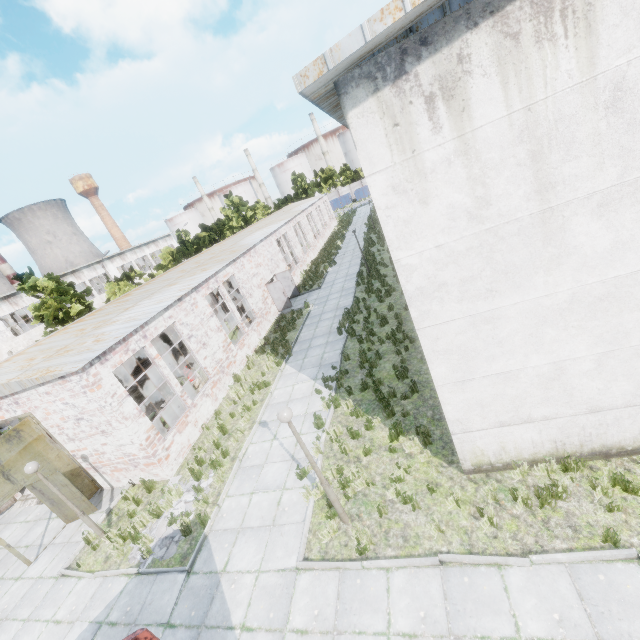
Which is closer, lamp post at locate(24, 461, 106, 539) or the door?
lamp post at locate(24, 461, 106, 539)

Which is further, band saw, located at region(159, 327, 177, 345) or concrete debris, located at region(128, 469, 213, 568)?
band saw, located at region(159, 327, 177, 345)

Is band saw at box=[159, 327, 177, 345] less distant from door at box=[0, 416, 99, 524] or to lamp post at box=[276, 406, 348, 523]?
door at box=[0, 416, 99, 524]

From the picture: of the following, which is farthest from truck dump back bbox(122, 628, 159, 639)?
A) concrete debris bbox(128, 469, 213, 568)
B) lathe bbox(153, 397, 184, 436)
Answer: lathe bbox(153, 397, 184, 436)

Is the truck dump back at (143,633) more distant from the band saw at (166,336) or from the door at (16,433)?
the band saw at (166,336)

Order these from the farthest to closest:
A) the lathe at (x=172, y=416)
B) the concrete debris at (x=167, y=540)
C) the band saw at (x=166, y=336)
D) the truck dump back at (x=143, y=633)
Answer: the band saw at (x=166, y=336) < the lathe at (x=172, y=416) < the concrete debris at (x=167, y=540) < the truck dump back at (x=143, y=633)

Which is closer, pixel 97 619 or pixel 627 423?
A: pixel 627 423

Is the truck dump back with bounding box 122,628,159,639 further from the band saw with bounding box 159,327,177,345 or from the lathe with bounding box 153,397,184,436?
the band saw with bounding box 159,327,177,345
